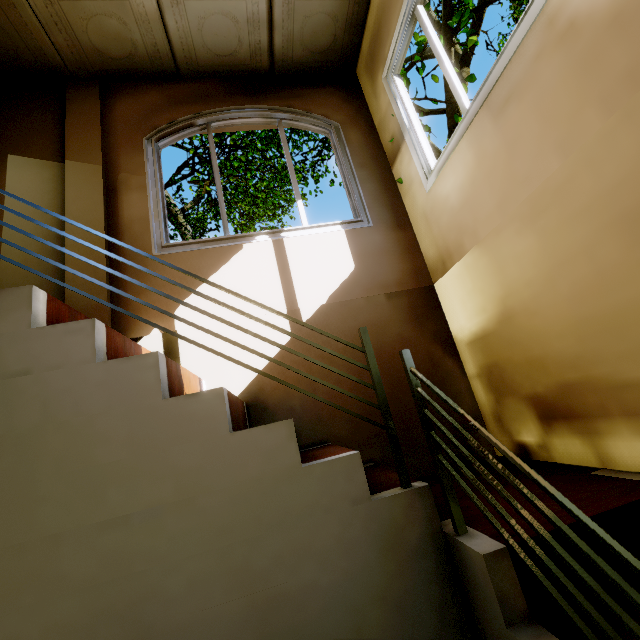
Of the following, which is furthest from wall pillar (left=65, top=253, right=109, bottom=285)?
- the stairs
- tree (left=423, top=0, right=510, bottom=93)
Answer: tree (left=423, top=0, right=510, bottom=93)

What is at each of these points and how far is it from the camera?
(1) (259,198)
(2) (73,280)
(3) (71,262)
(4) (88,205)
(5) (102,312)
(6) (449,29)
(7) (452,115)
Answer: (1) tree, 13.3 meters
(2) wall pillar, 2.5 meters
(3) wall pillar, 2.6 meters
(4) wall pillar, 2.8 meters
(5) wall pillar, 2.5 meters
(6) tree, 9.0 meters
(7) tree, 9.8 meters

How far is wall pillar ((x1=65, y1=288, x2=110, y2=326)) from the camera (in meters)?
2.47

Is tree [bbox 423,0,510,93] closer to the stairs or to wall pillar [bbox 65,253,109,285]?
the stairs

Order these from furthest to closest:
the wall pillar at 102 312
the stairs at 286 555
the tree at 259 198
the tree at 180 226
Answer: the tree at 259 198, the tree at 180 226, the wall pillar at 102 312, the stairs at 286 555

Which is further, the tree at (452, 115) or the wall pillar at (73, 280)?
the tree at (452, 115)

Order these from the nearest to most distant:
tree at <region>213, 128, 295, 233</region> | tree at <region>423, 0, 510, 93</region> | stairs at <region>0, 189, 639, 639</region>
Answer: stairs at <region>0, 189, 639, 639</region> → tree at <region>423, 0, 510, 93</region> → tree at <region>213, 128, 295, 233</region>
